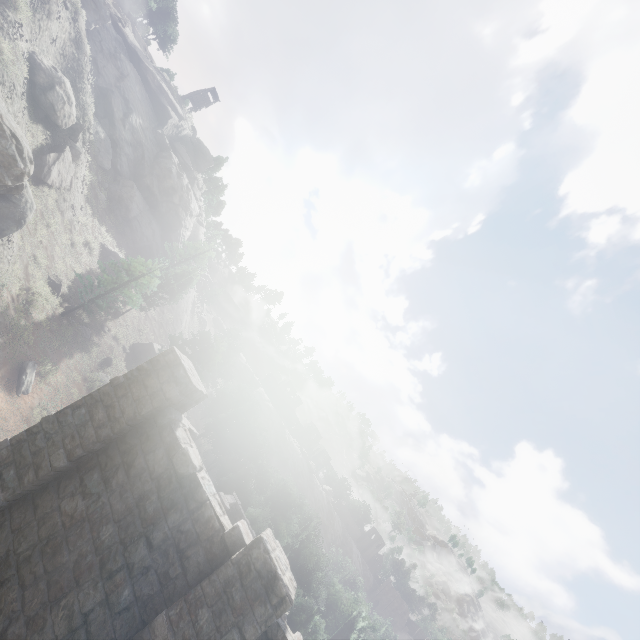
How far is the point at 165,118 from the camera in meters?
57.4

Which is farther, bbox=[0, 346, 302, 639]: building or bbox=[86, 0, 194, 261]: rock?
bbox=[86, 0, 194, 261]: rock

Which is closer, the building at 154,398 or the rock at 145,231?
the building at 154,398
